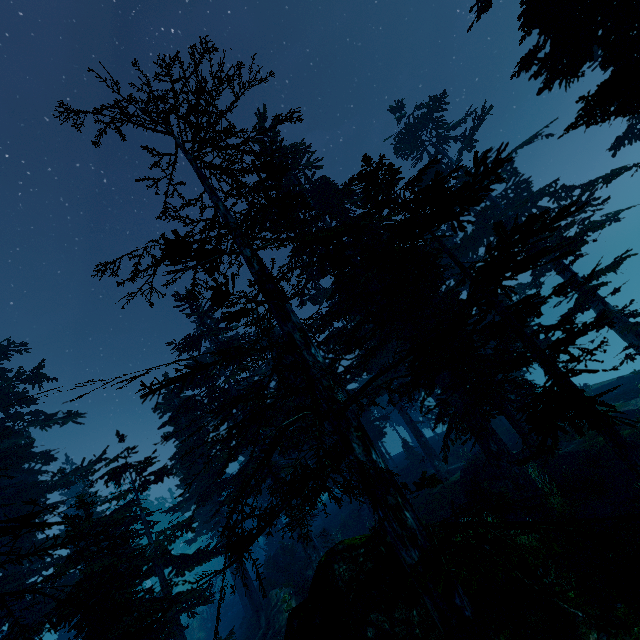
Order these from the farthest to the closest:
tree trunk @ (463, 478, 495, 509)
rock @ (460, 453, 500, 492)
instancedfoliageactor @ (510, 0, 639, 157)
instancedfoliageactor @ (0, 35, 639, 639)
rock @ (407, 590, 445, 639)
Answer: rock @ (460, 453, 500, 492), tree trunk @ (463, 478, 495, 509), instancedfoliageactor @ (510, 0, 639, 157), rock @ (407, 590, 445, 639), instancedfoliageactor @ (0, 35, 639, 639)

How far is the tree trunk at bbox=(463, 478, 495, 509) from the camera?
15.1m

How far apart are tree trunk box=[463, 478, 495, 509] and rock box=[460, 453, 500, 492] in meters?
1.7 m

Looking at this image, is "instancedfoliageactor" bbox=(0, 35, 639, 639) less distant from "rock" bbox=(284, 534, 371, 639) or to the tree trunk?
"rock" bbox=(284, 534, 371, 639)

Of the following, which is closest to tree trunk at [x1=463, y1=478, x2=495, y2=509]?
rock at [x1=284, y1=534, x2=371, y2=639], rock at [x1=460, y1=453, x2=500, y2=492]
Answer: rock at [x1=460, y1=453, x2=500, y2=492]

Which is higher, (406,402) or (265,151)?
(265,151)

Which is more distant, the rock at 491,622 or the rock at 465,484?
the rock at 465,484

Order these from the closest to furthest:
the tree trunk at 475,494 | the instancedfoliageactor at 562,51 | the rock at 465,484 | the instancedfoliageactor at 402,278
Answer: the instancedfoliageactor at 402,278, the instancedfoliageactor at 562,51, the tree trunk at 475,494, the rock at 465,484
